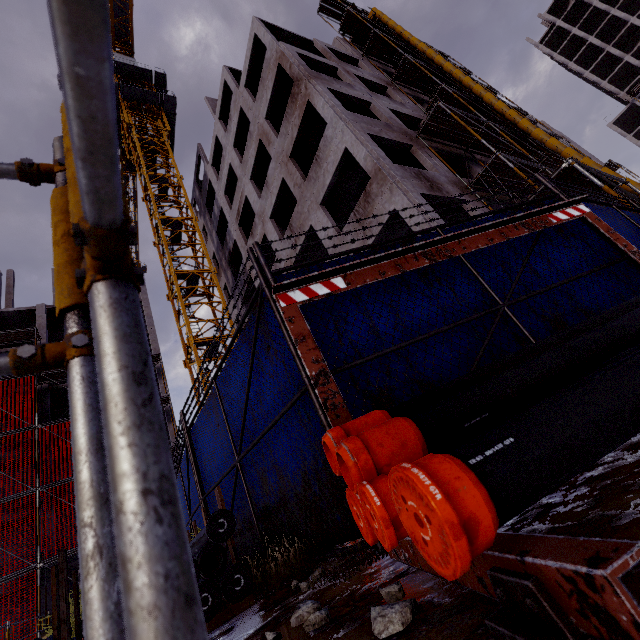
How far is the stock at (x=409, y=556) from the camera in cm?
125

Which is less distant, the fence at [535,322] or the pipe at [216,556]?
the pipe at [216,556]

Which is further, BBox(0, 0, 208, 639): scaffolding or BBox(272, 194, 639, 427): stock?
BBox(272, 194, 639, 427): stock

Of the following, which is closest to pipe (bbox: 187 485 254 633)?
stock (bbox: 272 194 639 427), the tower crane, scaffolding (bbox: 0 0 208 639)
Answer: stock (bbox: 272 194 639 427)

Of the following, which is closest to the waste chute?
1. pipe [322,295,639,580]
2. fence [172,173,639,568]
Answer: fence [172,173,639,568]

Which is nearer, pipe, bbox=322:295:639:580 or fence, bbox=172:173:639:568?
pipe, bbox=322:295:639:580

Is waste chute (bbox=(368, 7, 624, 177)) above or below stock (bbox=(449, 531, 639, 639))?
above

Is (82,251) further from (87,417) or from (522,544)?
(522,544)
